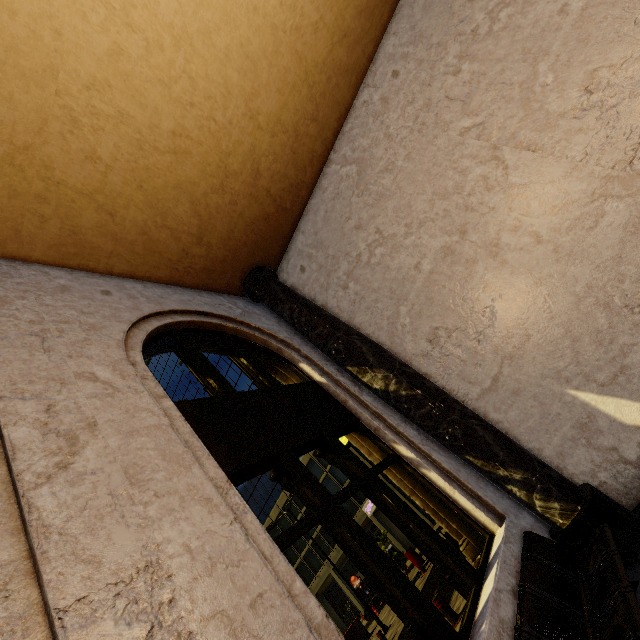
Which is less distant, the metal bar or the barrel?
the metal bar

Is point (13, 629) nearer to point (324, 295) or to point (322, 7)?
point (324, 295)

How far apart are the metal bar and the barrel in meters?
16.2 m

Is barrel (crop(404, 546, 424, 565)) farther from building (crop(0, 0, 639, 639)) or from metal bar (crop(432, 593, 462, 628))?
metal bar (crop(432, 593, 462, 628))

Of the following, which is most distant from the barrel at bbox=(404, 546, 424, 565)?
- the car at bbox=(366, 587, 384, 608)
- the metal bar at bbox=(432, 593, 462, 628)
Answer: the metal bar at bbox=(432, 593, 462, 628)

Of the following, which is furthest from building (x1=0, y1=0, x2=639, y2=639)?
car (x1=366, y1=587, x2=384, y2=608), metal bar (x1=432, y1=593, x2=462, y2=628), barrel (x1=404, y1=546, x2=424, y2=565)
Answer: barrel (x1=404, y1=546, x2=424, y2=565)

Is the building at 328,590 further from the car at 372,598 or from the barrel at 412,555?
the barrel at 412,555

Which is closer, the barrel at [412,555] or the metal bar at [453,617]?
the metal bar at [453,617]
